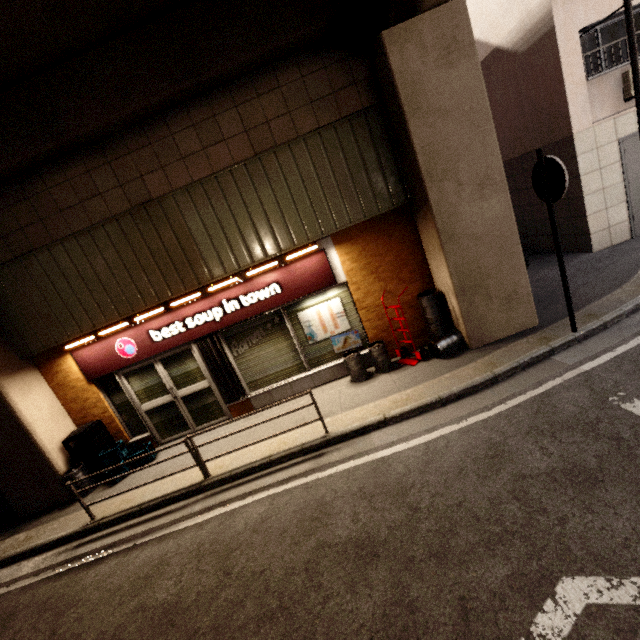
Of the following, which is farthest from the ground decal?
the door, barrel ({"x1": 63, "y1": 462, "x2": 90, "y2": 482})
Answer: the door

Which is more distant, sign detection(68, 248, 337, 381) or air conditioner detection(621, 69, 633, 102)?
air conditioner detection(621, 69, 633, 102)

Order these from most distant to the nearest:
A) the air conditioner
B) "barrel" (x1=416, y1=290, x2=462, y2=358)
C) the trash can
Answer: the air conditioner
the trash can
"barrel" (x1=416, y1=290, x2=462, y2=358)

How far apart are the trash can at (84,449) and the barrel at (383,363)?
6.14m

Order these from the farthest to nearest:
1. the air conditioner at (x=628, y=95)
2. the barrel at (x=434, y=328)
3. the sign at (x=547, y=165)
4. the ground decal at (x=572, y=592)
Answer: the air conditioner at (x=628, y=95) → the barrel at (x=434, y=328) → the sign at (x=547, y=165) → the ground decal at (x=572, y=592)

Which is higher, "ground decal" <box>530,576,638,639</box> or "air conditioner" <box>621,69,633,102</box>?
"air conditioner" <box>621,69,633,102</box>

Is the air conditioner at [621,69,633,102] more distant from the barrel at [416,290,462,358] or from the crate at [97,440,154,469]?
the crate at [97,440,154,469]

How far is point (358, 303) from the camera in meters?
6.8
